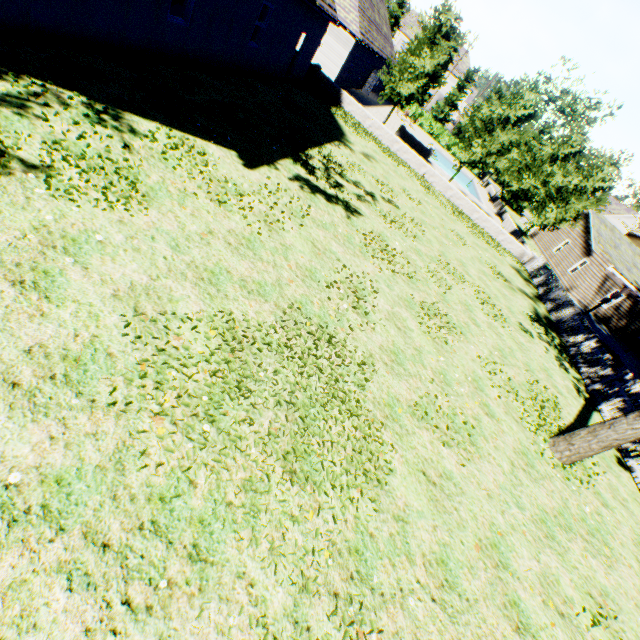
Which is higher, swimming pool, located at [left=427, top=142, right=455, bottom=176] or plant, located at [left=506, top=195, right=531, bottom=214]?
plant, located at [left=506, top=195, right=531, bottom=214]

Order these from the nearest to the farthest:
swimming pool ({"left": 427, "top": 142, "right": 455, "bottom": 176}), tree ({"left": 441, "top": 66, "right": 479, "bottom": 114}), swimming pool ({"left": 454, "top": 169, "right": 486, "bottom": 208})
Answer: swimming pool ({"left": 454, "top": 169, "right": 486, "bottom": 208})
swimming pool ({"left": 427, "top": 142, "right": 455, "bottom": 176})
tree ({"left": 441, "top": 66, "right": 479, "bottom": 114})

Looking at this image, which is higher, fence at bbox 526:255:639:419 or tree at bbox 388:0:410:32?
tree at bbox 388:0:410:32

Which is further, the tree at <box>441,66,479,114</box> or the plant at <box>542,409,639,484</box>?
the tree at <box>441,66,479,114</box>

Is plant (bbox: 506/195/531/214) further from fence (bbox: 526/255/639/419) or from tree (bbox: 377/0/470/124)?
tree (bbox: 377/0/470/124)

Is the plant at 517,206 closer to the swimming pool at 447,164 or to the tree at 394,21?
the tree at 394,21

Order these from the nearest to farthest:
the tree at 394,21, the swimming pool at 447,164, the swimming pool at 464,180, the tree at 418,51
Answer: the tree at 418,51 → the swimming pool at 464,180 → the swimming pool at 447,164 → the tree at 394,21

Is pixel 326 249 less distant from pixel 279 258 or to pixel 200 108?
pixel 279 258
